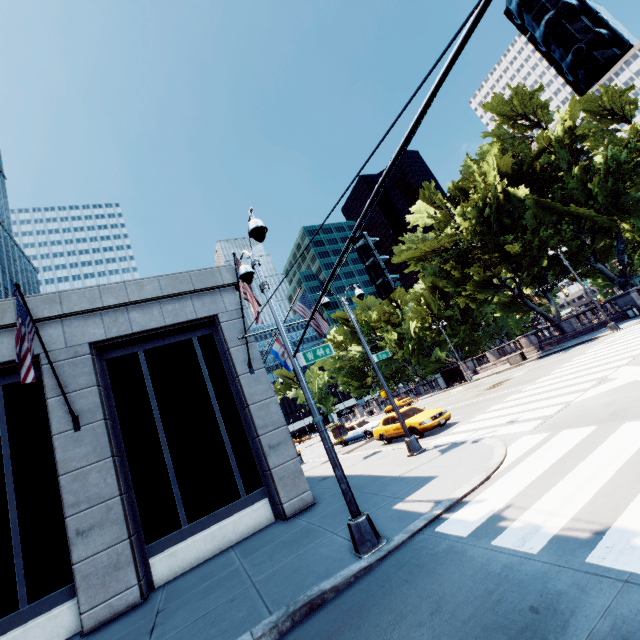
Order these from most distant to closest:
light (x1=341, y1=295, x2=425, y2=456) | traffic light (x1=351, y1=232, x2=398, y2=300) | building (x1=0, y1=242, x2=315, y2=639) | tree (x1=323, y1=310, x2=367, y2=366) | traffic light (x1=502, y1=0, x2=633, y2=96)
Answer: tree (x1=323, y1=310, x2=367, y2=366)
light (x1=341, y1=295, x2=425, y2=456)
building (x1=0, y1=242, x2=315, y2=639)
traffic light (x1=351, y1=232, x2=398, y2=300)
traffic light (x1=502, y1=0, x2=633, y2=96)

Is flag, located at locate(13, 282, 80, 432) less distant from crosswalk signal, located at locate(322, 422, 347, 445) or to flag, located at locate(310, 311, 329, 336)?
flag, located at locate(310, 311, 329, 336)

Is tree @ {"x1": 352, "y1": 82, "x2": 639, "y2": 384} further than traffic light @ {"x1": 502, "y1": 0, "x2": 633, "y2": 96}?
Yes

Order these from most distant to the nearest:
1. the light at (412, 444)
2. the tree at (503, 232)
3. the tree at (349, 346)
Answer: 1. the tree at (349, 346)
2. the tree at (503, 232)
3. the light at (412, 444)

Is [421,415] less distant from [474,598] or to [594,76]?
[474,598]

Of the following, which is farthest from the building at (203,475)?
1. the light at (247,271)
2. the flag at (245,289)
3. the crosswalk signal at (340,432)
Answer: the crosswalk signal at (340,432)

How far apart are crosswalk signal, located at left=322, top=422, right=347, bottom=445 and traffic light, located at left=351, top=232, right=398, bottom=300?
3.79m

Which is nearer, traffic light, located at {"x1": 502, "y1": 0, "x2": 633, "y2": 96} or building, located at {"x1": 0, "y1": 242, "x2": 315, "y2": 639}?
traffic light, located at {"x1": 502, "y1": 0, "x2": 633, "y2": 96}
